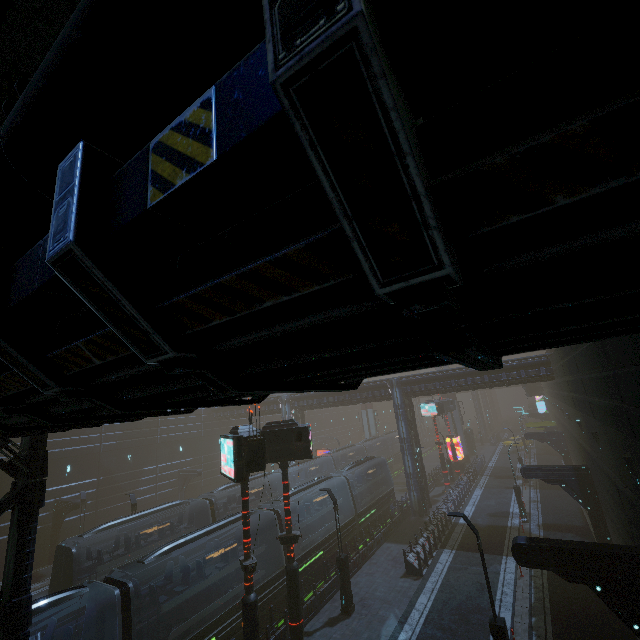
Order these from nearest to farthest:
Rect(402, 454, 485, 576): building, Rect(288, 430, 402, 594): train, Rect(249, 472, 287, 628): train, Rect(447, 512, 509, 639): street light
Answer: Rect(447, 512, 509, 639): street light, Rect(249, 472, 287, 628): train, Rect(402, 454, 485, 576): building, Rect(288, 430, 402, 594): train

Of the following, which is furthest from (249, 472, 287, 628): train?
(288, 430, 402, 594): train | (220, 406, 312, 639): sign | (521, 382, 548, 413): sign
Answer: (521, 382, 548, 413): sign

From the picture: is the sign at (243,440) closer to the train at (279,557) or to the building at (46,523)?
the building at (46,523)

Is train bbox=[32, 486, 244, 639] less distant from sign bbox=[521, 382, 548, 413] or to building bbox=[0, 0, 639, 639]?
building bbox=[0, 0, 639, 639]

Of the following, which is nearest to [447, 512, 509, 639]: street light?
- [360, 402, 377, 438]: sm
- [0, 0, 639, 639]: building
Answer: [0, 0, 639, 639]: building

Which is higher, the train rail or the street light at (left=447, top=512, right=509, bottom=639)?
the street light at (left=447, top=512, right=509, bottom=639)

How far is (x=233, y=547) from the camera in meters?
15.0

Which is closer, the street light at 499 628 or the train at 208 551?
the street light at 499 628
